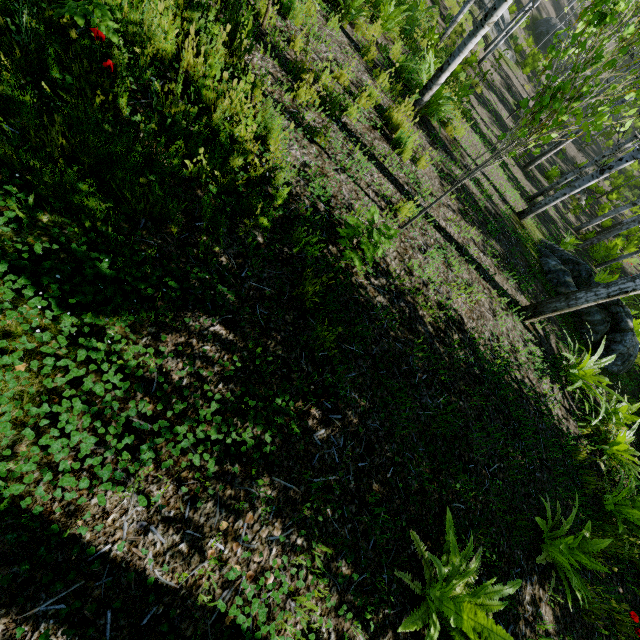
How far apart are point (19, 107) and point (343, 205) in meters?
2.7 m

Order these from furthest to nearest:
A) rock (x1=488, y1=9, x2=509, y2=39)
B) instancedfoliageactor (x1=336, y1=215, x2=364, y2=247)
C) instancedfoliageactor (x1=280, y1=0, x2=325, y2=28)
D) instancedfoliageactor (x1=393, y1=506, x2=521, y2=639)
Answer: rock (x1=488, y1=9, x2=509, y2=39)
instancedfoliageactor (x1=280, y1=0, x2=325, y2=28)
instancedfoliageactor (x1=336, y1=215, x2=364, y2=247)
instancedfoliageactor (x1=393, y1=506, x2=521, y2=639)

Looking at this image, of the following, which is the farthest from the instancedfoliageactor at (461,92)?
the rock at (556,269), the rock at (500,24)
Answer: the rock at (500,24)

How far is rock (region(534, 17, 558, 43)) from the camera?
24.91m

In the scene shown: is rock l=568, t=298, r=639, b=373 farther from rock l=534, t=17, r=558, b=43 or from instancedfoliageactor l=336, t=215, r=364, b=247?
rock l=534, t=17, r=558, b=43

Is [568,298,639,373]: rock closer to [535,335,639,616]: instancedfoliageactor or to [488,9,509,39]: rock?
[535,335,639,616]: instancedfoliageactor

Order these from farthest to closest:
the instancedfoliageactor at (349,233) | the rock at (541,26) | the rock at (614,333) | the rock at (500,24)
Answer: the rock at (541,26) → the rock at (500,24) → the rock at (614,333) → the instancedfoliageactor at (349,233)
